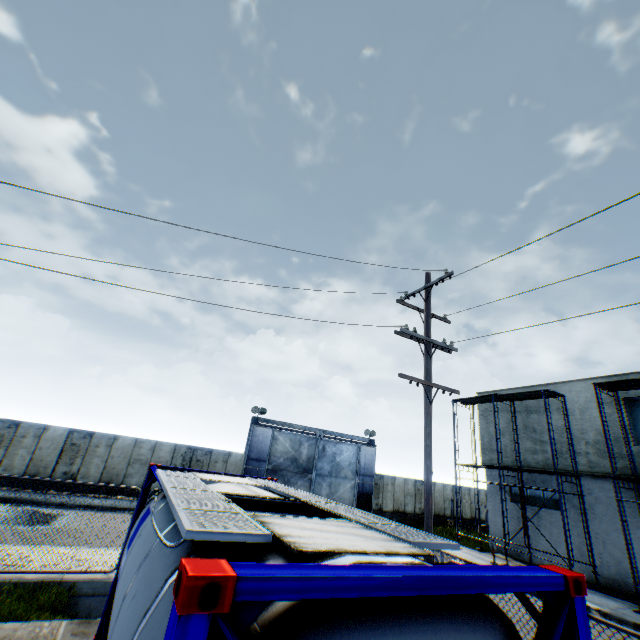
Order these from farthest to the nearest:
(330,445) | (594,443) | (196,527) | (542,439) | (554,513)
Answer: (330,445) → (542,439) → (554,513) → (594,443) → (196,527)

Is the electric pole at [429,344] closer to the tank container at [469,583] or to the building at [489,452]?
the tank container at [469,583]

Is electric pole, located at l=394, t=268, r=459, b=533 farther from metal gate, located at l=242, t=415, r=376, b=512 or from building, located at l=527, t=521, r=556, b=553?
metal gate, located at l=242, t=415, r=376, b=512

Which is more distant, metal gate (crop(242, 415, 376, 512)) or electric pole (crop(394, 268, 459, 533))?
metal gate (crop(242, 415, 376, 512))

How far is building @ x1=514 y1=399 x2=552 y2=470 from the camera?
19.2 meters

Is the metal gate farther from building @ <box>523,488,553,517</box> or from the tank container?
the tank container

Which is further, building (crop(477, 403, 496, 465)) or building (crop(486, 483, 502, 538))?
building (crop(477, 403, 496, 465))

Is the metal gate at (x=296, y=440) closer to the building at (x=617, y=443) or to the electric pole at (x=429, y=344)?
the building at (x=617, y=443)
